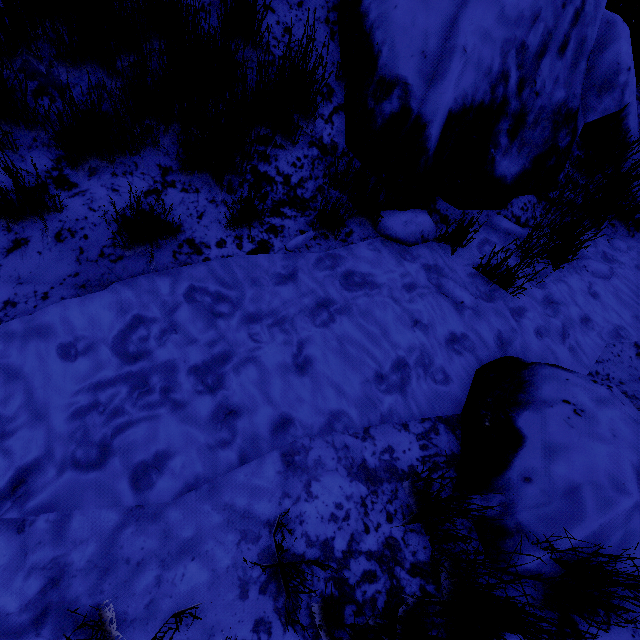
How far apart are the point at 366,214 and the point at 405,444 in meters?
1.6 m

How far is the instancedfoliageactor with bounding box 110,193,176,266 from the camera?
1.60m

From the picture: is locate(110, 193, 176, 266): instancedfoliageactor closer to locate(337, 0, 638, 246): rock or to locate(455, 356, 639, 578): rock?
locate(337, 0, 638, 246): rock

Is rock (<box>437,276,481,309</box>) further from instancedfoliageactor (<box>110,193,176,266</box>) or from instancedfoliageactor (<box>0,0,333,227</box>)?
instancedfoliageactor (<box>110,193,176,266</box>)

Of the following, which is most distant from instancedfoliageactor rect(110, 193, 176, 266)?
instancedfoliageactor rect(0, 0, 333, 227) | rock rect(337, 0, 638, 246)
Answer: rock rect(337, 0, 638, 246)

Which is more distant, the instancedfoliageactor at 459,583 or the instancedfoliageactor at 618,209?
the instancedfoliageactor at 618,209

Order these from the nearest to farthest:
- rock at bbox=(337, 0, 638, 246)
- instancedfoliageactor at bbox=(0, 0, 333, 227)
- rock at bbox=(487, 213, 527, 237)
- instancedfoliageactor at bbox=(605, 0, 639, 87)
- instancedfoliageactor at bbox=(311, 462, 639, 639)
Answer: instancedfoliageactor at bbox=(311, 462, 639, 639) < instancedfoliageactor at bbox=(0, 0, 333, 227) < rock at bbox=(337, 0, 638, 246) < rock at bbox=(487, 213, 527, 237) < instancedfoliageactor at bbox=(605, 0, 639, 87)

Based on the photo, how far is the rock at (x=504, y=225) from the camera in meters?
2.8
